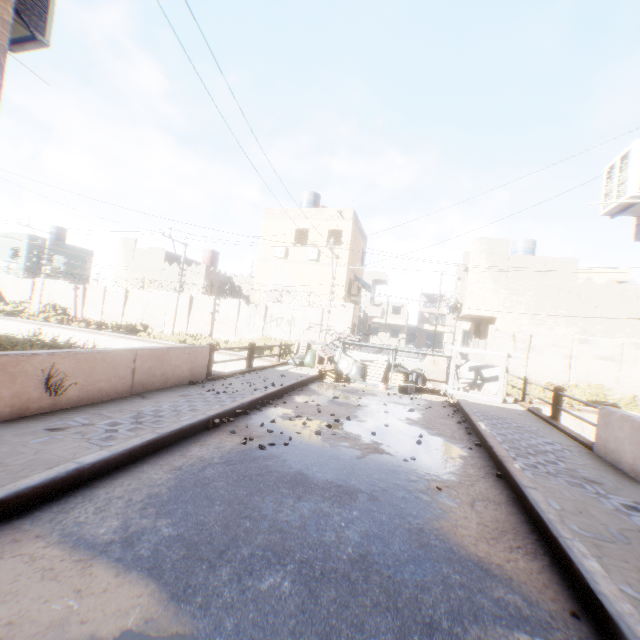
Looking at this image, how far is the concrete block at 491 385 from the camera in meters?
11.4 m

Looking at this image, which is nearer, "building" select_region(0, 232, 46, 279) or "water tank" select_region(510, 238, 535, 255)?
"water tank" select_region(510, 238, 535, 255)

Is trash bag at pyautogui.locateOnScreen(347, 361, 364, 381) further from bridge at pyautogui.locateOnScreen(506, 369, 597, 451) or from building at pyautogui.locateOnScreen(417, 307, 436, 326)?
building at pyautogui.locateOnScreen(417, 307, 436, 326)

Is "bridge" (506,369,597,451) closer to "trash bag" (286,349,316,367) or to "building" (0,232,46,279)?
"building" (0,232,46,279)

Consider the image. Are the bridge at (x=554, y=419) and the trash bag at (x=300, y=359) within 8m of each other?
yes

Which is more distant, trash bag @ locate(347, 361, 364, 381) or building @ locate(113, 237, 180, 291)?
building @ locate(113, 237, 180, 291)

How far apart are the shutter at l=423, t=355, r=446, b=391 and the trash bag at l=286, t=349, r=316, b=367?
4.3m

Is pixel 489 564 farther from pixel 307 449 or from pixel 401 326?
pixel 401 326
